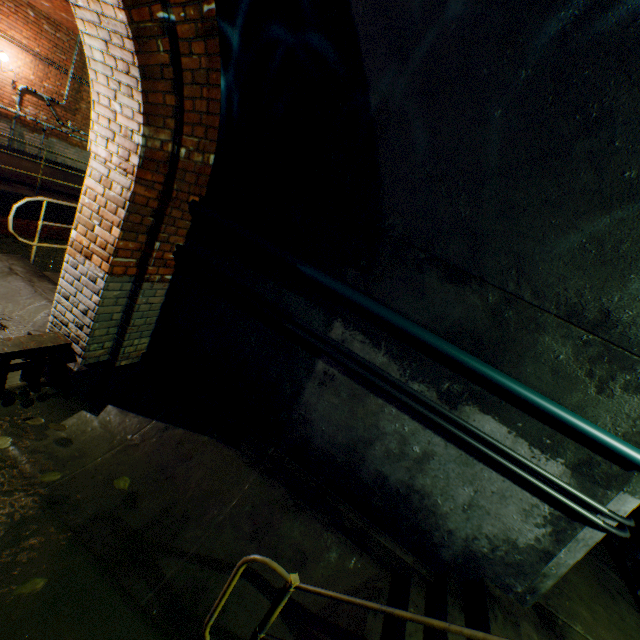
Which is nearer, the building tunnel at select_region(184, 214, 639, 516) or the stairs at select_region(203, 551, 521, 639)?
the stairs at select_region(203, 551, 521, 639)

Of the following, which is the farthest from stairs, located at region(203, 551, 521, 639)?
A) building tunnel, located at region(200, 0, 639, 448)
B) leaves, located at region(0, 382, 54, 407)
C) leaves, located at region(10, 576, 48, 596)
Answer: leaves, located at region(0, 382, 54, 407)

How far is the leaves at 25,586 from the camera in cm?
199

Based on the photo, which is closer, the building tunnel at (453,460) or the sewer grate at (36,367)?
the building tunnel at (453,460)

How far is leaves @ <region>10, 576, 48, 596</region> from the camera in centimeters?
199cm

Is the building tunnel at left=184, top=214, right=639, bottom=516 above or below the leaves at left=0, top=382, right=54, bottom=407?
above

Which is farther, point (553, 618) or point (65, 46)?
point (65, 46)

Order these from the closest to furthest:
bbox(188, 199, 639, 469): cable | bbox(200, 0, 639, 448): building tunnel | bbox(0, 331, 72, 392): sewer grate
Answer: bbox(200, 0, 639, 448): building tunnel, bbox(188, 199, 639, 469): cable, bbox(0, 331, 72, 392): sewer grate
